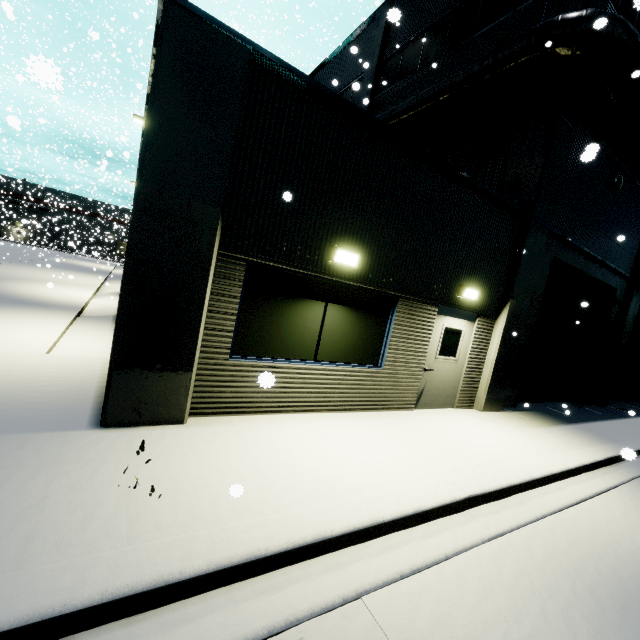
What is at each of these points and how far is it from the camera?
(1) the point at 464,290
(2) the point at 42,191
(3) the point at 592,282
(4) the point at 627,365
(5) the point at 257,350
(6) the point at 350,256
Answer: (1) light, 7.0 meters
(2) building, 59.6 meters
(3) roll-up door, 11.1 meters
(4) roll-up door, 14.7 meters
(5) building, 5.1 meters
(6) light, 5.3 meters

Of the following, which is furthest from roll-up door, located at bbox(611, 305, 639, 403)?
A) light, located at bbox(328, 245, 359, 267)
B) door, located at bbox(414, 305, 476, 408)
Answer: light, located at bbox(328, 245, 359, 267)

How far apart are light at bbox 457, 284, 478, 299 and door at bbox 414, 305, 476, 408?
0.24m

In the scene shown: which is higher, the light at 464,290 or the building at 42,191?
the building at 42,191

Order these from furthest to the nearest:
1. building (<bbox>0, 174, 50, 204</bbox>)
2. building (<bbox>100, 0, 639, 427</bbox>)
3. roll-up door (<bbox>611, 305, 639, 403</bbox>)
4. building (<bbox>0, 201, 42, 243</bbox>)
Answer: building (<bbox>0, 174, 50, 204</bbox>), building (<bbox>0, 201, 42, 243</bbox>), roll-up door (<bbox>611, 305, 639, 403</bbox>), building (<bbox>100, 0, 639, 427</bbox>)

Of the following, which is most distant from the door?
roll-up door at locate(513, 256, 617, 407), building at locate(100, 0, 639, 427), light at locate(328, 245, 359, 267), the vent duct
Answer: the vent duct

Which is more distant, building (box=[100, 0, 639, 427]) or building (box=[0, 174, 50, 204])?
building (box=[0, 174, 50, 204])

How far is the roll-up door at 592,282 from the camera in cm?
984
